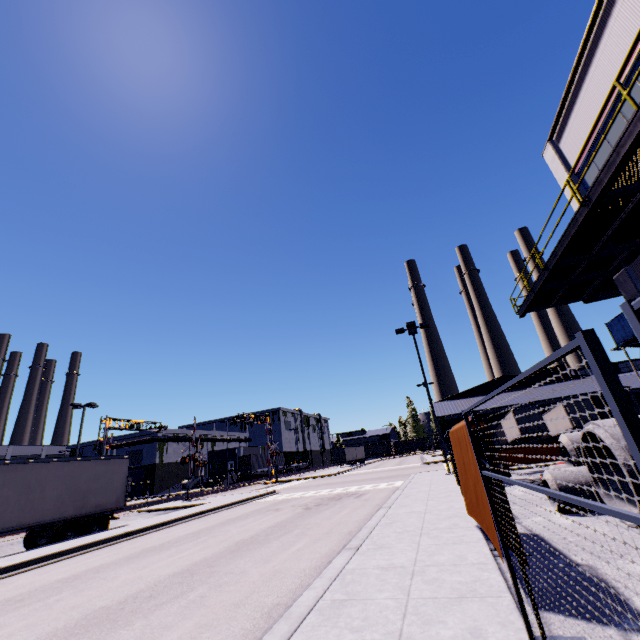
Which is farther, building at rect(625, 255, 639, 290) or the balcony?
building at rect(625, 255, 639, 290)

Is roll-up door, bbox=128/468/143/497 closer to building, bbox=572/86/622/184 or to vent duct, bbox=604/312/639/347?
building, bbox=572/86/622/184

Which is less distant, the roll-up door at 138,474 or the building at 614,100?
the building at 614,100

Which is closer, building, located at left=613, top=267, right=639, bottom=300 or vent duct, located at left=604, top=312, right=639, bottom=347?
vent duct, located at left=604, top=312, right=639, bottom=347

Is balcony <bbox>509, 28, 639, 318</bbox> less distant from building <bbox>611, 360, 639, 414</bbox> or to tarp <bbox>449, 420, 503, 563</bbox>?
building <bbox>611, 360, 639, 414</bbox>

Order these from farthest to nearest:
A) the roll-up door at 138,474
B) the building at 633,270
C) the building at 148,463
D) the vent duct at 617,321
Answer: the roll-up door at 138,474 → the building at 148,463 → the building at 633,270 → the vent duct at 617,321

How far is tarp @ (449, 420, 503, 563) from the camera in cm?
475

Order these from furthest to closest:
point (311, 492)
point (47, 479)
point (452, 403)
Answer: point (452, 403) → point (311, 492) → point (47, 479)
